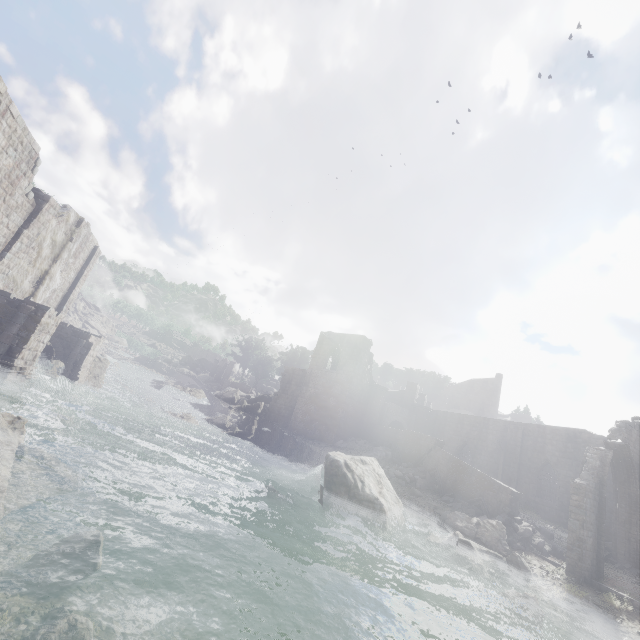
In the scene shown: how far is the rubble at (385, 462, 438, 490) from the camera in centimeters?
2194cm

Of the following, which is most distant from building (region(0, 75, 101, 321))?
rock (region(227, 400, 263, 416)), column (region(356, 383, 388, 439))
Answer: rock (region(227, 400, 263, 416))

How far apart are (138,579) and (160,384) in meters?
36.9

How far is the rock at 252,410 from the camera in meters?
37.2 m

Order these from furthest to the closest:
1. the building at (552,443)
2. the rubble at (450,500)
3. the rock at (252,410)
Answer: the rock at (252,410), the building at (552,443), the rubble at (450,500)

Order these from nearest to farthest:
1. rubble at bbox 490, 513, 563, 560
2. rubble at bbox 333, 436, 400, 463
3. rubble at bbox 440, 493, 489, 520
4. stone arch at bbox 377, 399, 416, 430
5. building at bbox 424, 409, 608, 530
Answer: rubble at bbox 490, 513, 563, 560
rubble at bbox 440, 493, 489, 520
building at bbox 424, 409, 608, 530
rubble at bbox 333, 436, 400, 463
stone arch at bbox 377, 399, 416, 430

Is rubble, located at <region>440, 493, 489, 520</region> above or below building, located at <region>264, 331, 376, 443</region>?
below
